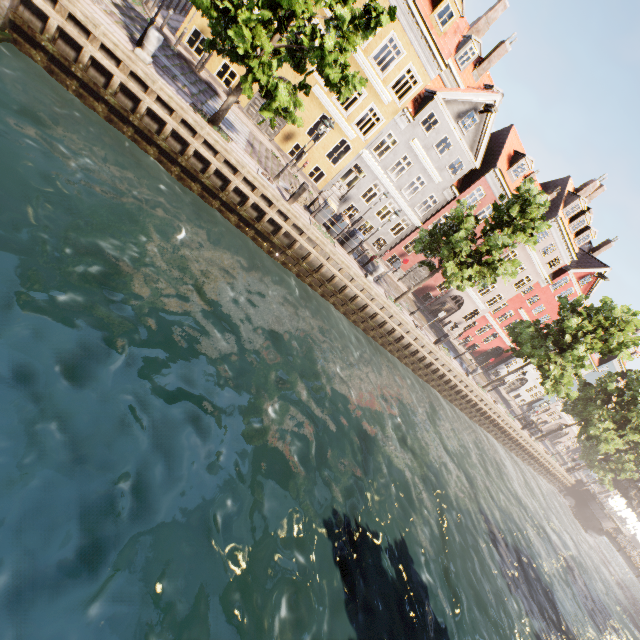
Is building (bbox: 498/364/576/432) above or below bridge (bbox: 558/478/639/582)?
above

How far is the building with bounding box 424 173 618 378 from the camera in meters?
28.8 m

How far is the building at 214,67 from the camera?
18.8 meters

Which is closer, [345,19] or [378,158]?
[345,19]

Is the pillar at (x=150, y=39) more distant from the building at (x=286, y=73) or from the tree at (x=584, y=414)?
the building at (x=286, y=73)

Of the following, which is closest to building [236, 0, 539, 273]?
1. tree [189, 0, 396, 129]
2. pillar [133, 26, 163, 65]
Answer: tree [189, 0, 396, 129]
